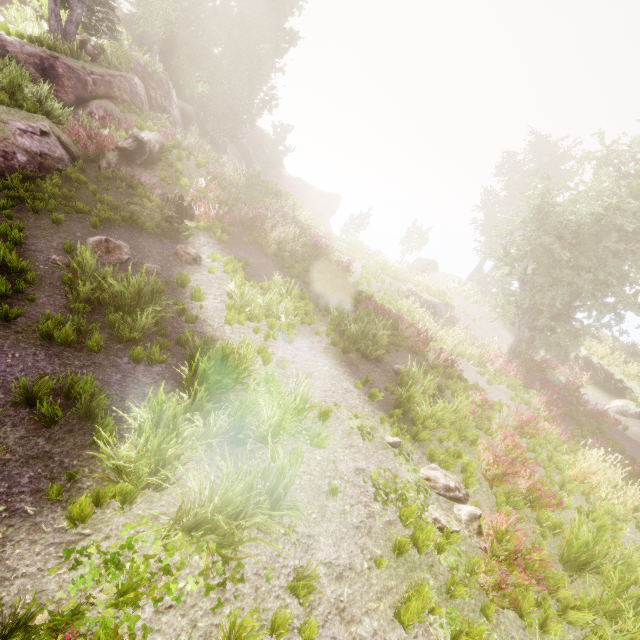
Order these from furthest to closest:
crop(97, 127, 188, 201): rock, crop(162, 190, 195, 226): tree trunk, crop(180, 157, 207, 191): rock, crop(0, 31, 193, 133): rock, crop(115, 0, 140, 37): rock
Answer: crop(115, 0, 140, 37): rock
crop(0, 31, 193, 133): rock
crop(180, 157, 207, 191): rock
crop(97, 127, 188, 201): rock
crop(162, 190, 195, 226): tree trunk

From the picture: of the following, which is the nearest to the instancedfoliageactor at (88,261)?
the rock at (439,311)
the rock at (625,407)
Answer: the rock at (439,311)

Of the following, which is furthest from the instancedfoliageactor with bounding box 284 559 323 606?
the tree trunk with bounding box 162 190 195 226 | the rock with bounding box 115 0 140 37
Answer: the tree trunk with bounding box 162 190 195 226

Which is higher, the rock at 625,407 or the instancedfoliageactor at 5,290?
the instancedfoliageactor at 5,290

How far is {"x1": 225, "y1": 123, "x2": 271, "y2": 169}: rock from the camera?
35.62m

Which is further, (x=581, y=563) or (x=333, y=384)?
(x=333, y=384)

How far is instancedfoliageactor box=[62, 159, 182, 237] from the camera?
8.87m

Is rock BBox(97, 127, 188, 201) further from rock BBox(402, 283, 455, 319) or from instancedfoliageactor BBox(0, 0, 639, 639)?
rock BBox(402, 283, 455, 319)
